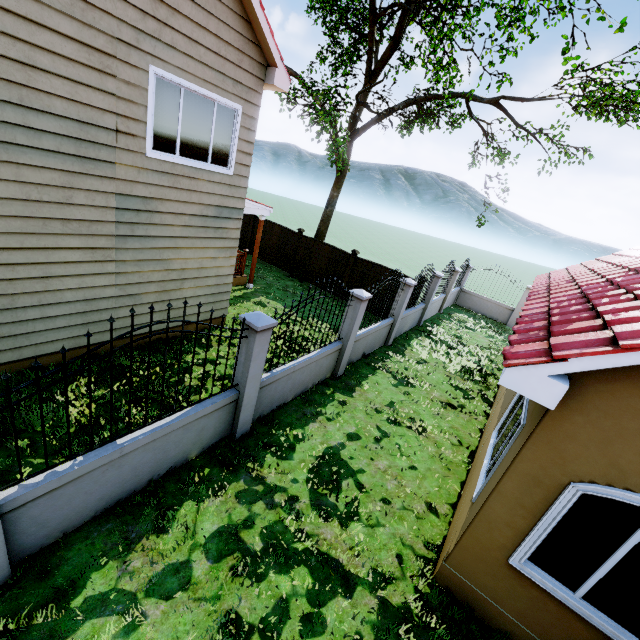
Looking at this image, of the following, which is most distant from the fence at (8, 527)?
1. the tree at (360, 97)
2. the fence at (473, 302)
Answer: the fence at (473, 302)

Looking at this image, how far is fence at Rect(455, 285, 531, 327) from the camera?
17.2 meters

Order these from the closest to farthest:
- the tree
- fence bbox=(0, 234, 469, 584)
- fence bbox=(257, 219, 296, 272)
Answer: fence bbox=(0, 234, 469, 584) < the tree < fence bbox=(257, 219, 296, 272)

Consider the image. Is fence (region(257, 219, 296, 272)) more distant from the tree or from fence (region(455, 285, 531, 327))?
fence (region(455, 285, 531, 327))

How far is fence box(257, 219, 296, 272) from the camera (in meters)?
15.45

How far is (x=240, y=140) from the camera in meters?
7.2 m

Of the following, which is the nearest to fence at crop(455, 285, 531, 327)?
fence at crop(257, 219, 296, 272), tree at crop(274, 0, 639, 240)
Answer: fence at crop(257, 219, 296, 272)

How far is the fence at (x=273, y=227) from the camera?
15.5 meters
